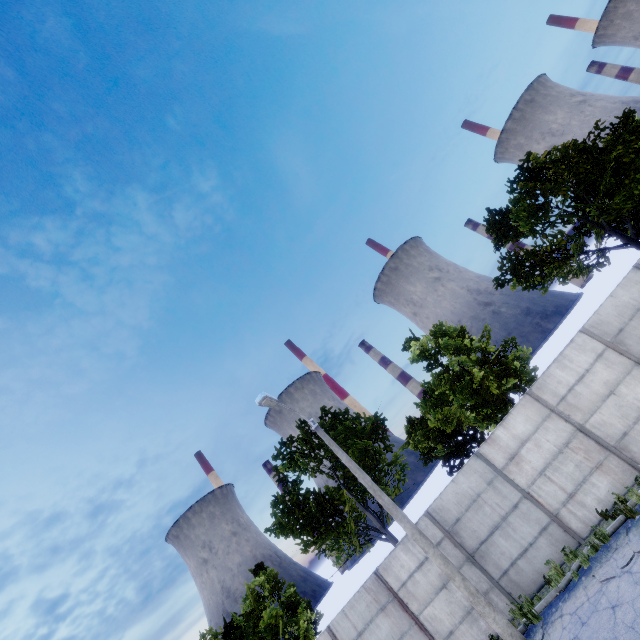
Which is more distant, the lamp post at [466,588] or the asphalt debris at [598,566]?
the lamp post at [466,588]

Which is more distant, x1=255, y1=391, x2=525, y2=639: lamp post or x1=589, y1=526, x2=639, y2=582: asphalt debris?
x1=255, y1=391, x2=525, y2=639: lamp post

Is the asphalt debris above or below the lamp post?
below

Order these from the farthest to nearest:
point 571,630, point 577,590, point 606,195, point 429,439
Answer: point 429,439 → point 606,195 → point 577,590 → point 571,630

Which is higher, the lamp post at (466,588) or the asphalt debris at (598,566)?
the lamp post at (466,588)
